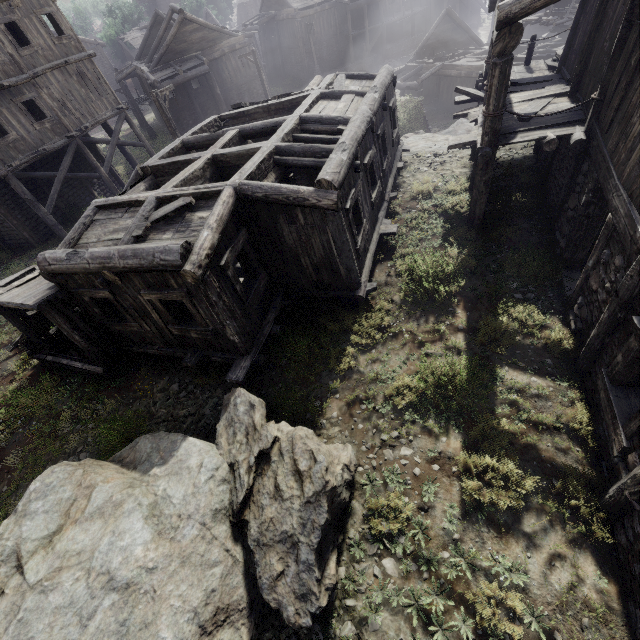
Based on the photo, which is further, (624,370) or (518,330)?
(518,330)

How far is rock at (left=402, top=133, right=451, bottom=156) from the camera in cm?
1468

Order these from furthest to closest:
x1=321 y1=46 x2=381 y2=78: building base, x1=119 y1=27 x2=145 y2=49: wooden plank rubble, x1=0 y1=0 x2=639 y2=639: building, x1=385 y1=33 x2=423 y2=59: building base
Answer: x1=119 y1=27 x2=145 y2=49: wooden plank rubble
x1=385 y1=33 x2=423 y2=59: building base
x1=321 y1=46 x2=381 y2=78: building base
x1=0 y1=0 x2=639 y2=639: building

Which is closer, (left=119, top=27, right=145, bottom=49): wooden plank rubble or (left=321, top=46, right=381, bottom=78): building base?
(left=321, top=46, right=381, bottom=78): building base

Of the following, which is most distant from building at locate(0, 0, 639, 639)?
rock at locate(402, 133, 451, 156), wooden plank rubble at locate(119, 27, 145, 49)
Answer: wooden plank rubble at locate(119, 27, 145, 49)

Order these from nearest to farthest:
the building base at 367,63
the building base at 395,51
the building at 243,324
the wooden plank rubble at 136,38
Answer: the building at 243,324 → the building base at 367,63 → the building base at 395,51 → the wooden plank rubble at 136,38

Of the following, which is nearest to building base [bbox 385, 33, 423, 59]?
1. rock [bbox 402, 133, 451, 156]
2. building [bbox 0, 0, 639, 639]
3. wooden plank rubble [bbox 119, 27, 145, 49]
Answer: rock [bbox 402, 133, 451, 156]

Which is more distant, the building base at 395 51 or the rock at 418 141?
the building base at 395 51
